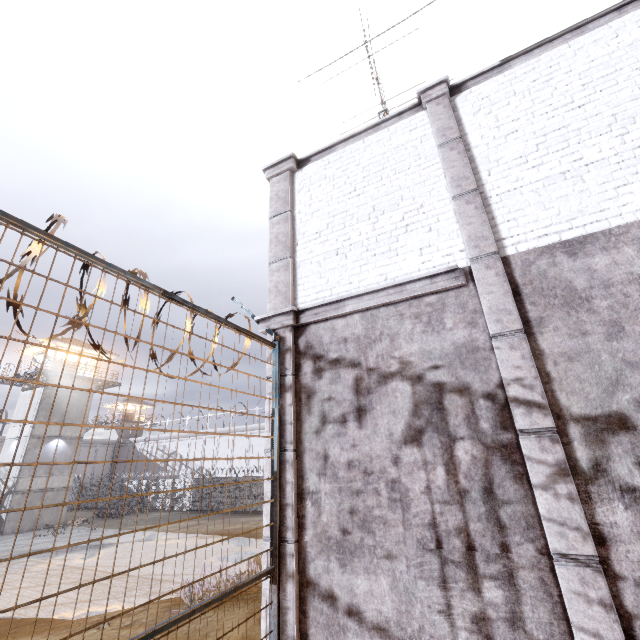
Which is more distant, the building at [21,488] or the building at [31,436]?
the building at [31,436]

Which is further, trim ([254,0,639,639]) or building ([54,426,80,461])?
building ([54,426,80,461])

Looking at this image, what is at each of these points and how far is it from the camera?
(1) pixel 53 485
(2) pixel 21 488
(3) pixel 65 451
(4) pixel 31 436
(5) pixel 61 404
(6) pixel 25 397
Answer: (1) building, 26.42m
(2) building, 24.64m
(3) building, 27.67m
(4) building, 25.86m
(5) building, 28.17m
(6) building, 28.23m

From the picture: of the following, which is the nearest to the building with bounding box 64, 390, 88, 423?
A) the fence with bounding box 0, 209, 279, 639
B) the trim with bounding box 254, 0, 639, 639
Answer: Answer: the fence with bounding box 0, 209, 279, 639

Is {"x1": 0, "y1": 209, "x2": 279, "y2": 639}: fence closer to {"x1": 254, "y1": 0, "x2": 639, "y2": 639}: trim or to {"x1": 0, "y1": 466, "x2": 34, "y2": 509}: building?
{"x1": 254, "y1": 0, "x2": 639, "y2": 639}: trim

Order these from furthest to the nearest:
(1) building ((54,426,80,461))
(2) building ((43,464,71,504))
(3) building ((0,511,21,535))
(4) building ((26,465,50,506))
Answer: (1) building ((54,426,80,461)) → (2) building ((43,464,71,504)) → (4) building ((26,465,50,506)) → (3) building ((0,511,21,535))
